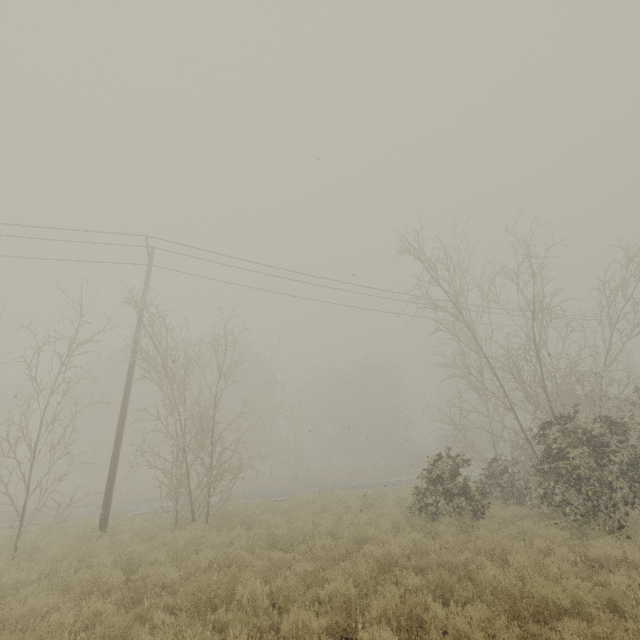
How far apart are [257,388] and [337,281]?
27.1m
